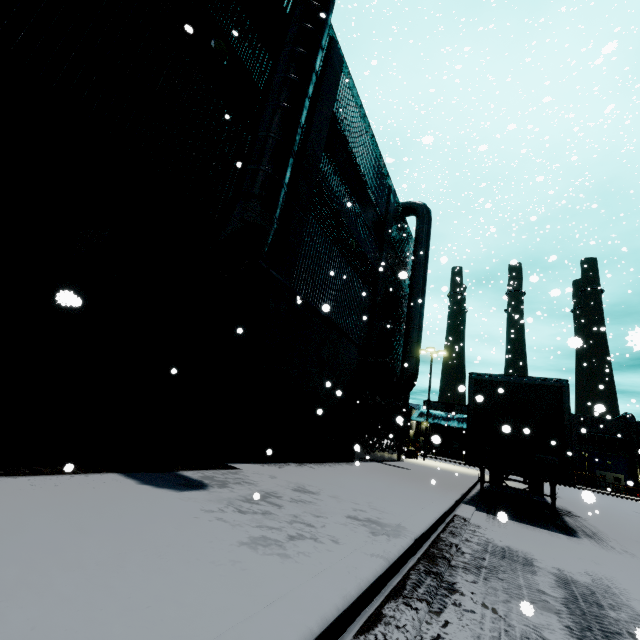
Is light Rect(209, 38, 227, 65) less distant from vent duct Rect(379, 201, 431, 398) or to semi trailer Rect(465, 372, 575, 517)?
semi trailer Rect(465, 372, 575, 517)

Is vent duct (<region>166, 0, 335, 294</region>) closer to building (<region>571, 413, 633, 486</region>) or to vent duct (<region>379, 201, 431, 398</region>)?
building (<region>571, 413, 633, 486</region>)

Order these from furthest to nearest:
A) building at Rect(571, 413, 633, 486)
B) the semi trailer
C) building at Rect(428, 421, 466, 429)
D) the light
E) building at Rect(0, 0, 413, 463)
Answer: building at Rect(428, 421, 466, 429)
building at Rect(571, 413, 633, 486)
the semi trailer
the light
building at Rect(0, 0, 413, 463)

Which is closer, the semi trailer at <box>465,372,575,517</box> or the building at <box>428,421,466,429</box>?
the semi trailer at <box>465,372,575,517</box>

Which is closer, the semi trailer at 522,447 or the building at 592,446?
the semi trailer at 522,447

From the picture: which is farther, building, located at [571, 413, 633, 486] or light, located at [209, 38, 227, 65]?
building, located at [571, 413, 633, 486]

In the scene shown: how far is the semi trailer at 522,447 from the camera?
8.8m

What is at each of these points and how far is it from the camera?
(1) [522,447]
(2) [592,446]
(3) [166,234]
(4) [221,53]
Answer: (1) semi trailer, 9.2m
(2) building, 47.2m
(3) building, 6.2m
(4) light, 7.2m
